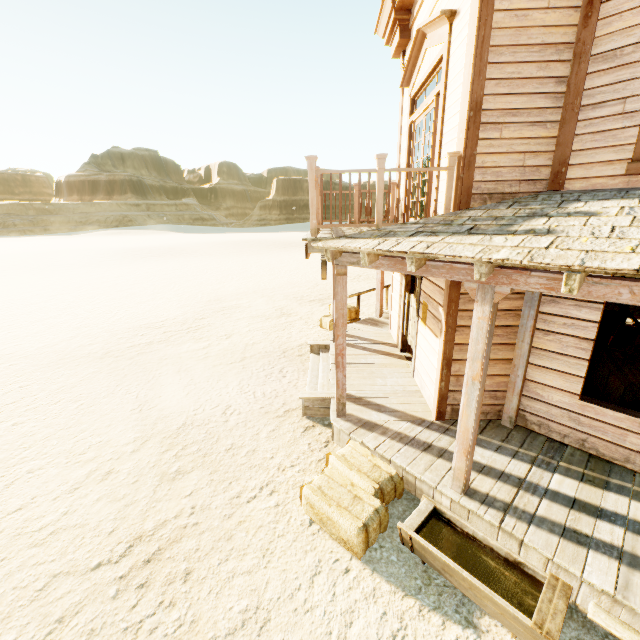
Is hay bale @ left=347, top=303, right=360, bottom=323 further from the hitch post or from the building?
the hitch post

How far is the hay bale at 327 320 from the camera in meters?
10.5 m

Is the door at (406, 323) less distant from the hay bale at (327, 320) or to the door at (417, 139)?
the door at (417, 139)

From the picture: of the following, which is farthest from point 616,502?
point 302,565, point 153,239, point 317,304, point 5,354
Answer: point 153,239

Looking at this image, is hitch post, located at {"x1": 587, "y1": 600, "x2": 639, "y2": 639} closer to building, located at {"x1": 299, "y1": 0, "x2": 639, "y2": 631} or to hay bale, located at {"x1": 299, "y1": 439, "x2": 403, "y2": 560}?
building, located at {"x1": 299, "y1": 0, "x2": 639, "y2": 631}

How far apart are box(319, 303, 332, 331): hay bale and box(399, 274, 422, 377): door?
2.5 meters

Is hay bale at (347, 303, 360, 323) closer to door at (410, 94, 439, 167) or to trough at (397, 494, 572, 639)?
door at (410, 94, 439, 167)

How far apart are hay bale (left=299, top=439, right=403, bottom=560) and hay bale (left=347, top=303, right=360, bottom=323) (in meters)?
5.38
